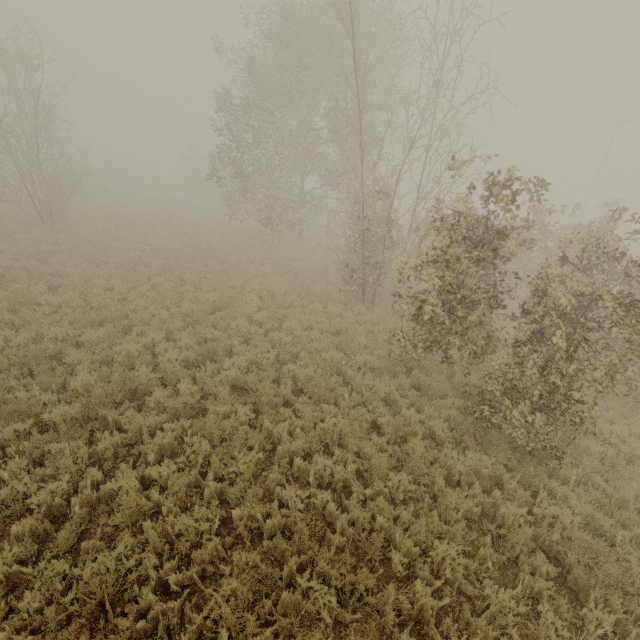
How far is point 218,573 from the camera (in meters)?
4.27
